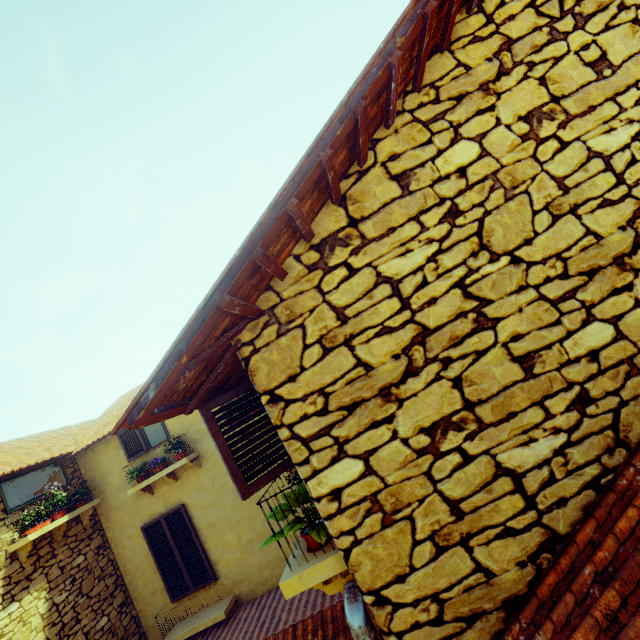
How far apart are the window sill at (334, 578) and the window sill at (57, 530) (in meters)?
5.80

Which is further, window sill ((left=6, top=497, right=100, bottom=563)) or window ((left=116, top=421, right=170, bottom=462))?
window ((left=116, top=421, right=170, bottom=462))

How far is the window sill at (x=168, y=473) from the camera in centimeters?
659cm

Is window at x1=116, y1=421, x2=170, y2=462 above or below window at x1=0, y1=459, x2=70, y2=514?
below

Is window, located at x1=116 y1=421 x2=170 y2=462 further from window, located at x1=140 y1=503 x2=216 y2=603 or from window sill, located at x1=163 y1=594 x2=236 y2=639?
window sill, located at x1=163 y1=594 x2=236 y2=639

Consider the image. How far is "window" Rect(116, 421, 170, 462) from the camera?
7.14m

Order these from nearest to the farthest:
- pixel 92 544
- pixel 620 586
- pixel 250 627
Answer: pixel 620 586
pixel 250 627
pixel 92 544

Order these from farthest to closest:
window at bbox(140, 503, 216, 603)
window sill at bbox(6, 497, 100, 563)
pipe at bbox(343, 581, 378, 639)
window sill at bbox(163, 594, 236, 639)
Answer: window at bbox(140, 503, 216, 603) < window sill at bbox(163, 594, 236, 639) < window sill at bbox(6, 497, 100, 563) < pipe at bbox(343, 581, 378, 639)
